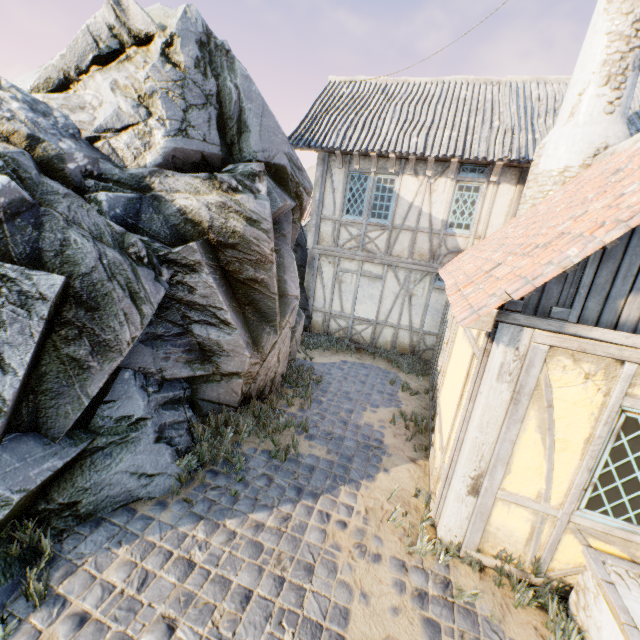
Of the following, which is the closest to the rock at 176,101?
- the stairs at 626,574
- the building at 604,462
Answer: the building at 604,462

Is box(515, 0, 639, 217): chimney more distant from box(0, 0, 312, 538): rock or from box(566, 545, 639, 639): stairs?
box(566, 545, 639, 639): stairs

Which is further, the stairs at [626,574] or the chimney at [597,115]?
the chimney at [597,115]

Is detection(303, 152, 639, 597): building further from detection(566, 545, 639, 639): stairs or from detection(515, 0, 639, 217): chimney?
detection(515, 0, 639, 217): chimney

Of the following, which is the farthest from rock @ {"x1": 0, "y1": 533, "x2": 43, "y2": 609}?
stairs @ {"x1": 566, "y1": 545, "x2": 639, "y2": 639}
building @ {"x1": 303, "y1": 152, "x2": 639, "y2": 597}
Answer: stairs @ {"x1": 566, "y1": 545, "x2": 639, "y2": 639}

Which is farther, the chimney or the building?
the chimney

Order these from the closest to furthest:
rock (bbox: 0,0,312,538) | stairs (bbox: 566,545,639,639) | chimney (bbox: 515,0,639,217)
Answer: stairs (bbox: 566,545,639,639)
rock (bbox: 0,0,312,538)
chimney (bbox: 515,0,639,217)

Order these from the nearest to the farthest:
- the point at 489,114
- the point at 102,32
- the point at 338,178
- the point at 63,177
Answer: the point at 63,177, the point at 102,32, the point at 489,114, the point at 338,178
